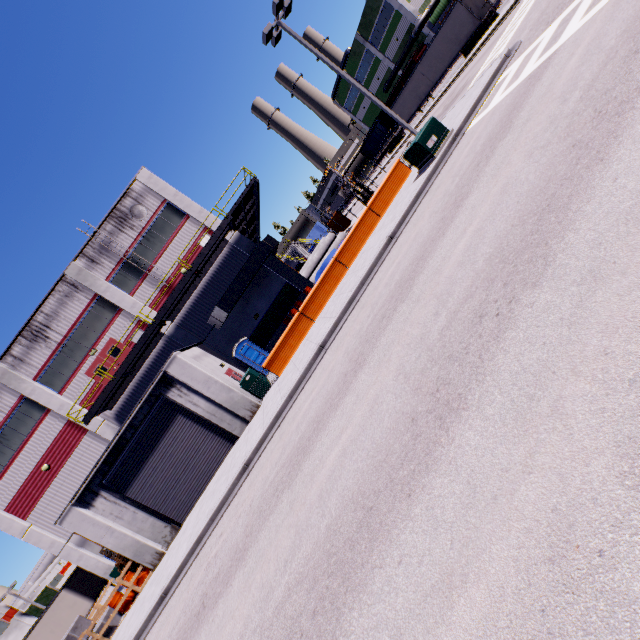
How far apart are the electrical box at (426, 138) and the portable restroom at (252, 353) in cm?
1415

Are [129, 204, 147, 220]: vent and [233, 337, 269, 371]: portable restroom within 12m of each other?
yes

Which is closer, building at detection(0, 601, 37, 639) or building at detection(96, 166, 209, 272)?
building at detection(96, 166, 209, 272)

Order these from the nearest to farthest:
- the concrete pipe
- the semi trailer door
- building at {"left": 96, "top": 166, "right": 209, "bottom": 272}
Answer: building at {"left": 96, "top": 166, "right": 209, "bottom": 272} → the semi trailer door → the concrete pipe

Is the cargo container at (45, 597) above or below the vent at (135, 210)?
below

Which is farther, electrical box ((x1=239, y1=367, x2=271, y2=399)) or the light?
electrical box ((x1=239, y1=367, x2=271, y2=399))

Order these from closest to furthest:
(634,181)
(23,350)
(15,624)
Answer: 1. (634,181)
2. (23,350)
3. (15,624)

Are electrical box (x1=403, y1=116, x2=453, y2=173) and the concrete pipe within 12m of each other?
no
